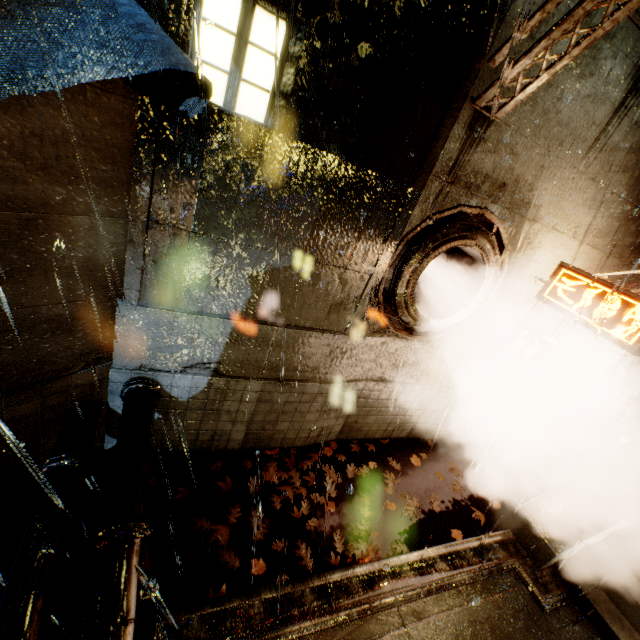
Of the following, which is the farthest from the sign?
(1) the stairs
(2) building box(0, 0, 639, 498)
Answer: (1) the stairs

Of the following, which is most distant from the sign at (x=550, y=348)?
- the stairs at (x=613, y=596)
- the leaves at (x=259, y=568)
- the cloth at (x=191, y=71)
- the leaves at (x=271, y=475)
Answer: the cloth at (x=191, y=71)

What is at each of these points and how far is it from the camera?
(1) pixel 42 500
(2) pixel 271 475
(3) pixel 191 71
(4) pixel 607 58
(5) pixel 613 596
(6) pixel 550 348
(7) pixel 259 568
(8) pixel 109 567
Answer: (1) pipe, 3.6m
(2) leaves, 6.2m
(3) cloth, 2.9m
(4) building, 4.6m
(5) stairs, 5.8m
(6) sign, 6.2m
(7) leaves, 4.9m
(8) pipe, 3.0m

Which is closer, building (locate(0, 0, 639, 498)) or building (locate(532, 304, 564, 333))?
building (locate(0, 0, 639, 498))

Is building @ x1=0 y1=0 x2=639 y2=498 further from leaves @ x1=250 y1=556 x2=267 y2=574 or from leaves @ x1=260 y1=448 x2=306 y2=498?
leaves @ x1=250 y1=556 x2=267 y2=574

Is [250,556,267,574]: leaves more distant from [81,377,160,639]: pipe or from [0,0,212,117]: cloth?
[0,0,212,117]: cloth

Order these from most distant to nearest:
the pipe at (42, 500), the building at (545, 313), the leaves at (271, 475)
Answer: the building at (545, 313) → the leaves at (271, 475) → the pipe at (42, 500)

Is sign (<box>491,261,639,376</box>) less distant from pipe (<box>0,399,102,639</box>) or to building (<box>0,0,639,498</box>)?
building (<box>0,0,639,498</box>)
